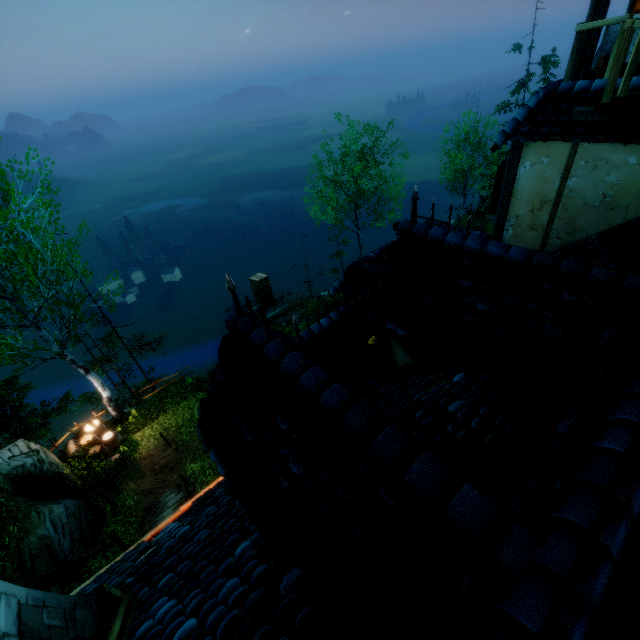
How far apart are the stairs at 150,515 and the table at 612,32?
14.7m

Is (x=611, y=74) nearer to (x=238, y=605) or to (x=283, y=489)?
(x=283, y=489)

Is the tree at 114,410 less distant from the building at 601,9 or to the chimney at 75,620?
the building at 601,9

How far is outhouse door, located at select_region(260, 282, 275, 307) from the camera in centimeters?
2603cm

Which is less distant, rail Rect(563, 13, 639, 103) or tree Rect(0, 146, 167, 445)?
rail Rect(563, 13, 639, 103)

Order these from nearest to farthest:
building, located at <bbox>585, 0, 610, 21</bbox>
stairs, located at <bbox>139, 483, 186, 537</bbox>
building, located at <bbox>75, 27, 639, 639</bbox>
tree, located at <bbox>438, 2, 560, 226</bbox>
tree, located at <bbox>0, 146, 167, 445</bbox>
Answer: building, located at <bbox>75, 27, 639, 639</bbox>, building, located at <bbox>585, 0, 610, 21</bbox>, tree, located at <bbox>0, 146, 167, 445</bbox>, stairs, located at <bbox>139, 483, 186, 537</bbox>, tree, located at <bbox>438, 2, 560, 226</bbox>

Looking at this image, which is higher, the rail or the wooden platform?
the rail

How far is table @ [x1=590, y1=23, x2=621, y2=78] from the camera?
5.6 meters
